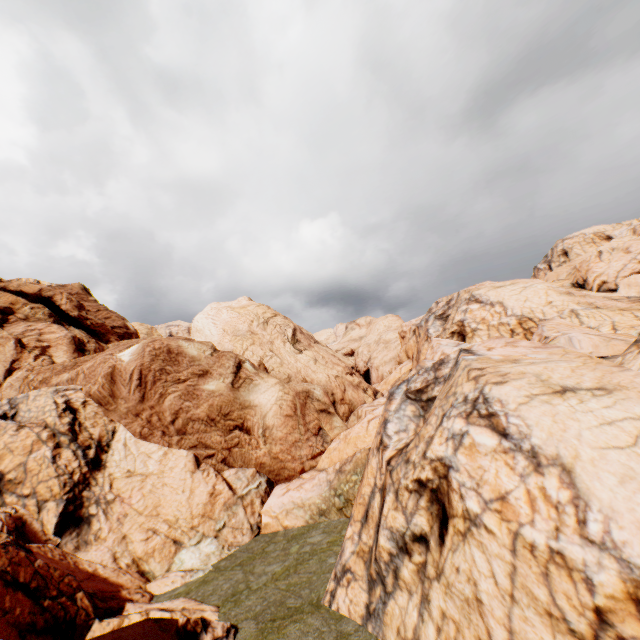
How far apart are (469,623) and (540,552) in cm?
241
